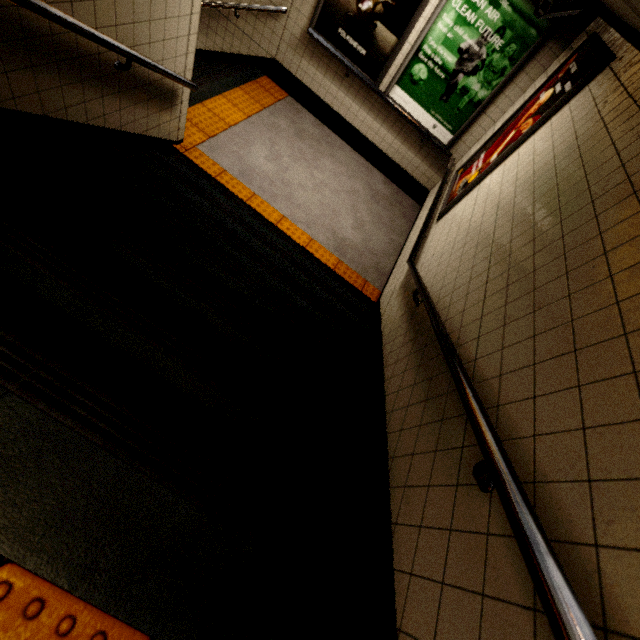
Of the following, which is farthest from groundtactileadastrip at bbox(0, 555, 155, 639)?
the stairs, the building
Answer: the building

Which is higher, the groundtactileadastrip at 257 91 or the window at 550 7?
the window at 550 7

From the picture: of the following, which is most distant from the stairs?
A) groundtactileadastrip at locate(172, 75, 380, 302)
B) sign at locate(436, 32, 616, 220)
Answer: sign at locate(436, 32, 616, 220)

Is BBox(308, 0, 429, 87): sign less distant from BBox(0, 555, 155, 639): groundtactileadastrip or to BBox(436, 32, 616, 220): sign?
BBox(436, 32, 616, 220): sign

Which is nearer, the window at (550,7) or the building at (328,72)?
the building at (328,72)

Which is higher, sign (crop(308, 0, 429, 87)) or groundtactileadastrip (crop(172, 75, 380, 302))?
sign (crop(308, 0, 429, 87))

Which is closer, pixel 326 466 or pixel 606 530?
pixel 606 530

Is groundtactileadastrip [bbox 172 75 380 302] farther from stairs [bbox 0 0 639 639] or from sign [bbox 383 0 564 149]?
sign [bbox 383 0 564 149]
